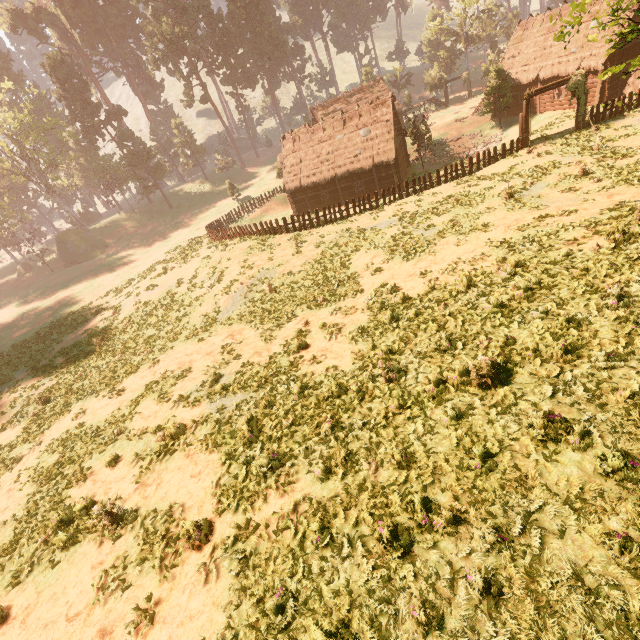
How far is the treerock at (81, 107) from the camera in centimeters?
4909cm

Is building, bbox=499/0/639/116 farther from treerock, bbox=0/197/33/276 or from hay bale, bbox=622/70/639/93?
hay bale, bbox=622/70/639/93

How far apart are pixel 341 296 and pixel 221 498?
11.0m

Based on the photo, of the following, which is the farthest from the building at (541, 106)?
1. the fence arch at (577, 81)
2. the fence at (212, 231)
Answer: the fence arch at (577, 81)

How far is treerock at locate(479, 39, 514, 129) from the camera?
33.3 meters

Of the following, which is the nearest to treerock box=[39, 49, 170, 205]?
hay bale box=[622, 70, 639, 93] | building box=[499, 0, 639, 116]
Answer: building box=[499, 0, 639, 116]

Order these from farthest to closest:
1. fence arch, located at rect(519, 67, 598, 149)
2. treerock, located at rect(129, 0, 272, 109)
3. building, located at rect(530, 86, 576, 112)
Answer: treerock, located at rect(129, 0, 272, 109) → building, located at rect(530, 86, 576, 112) → fence arch, located at rect(519, 67, 598, 149)
